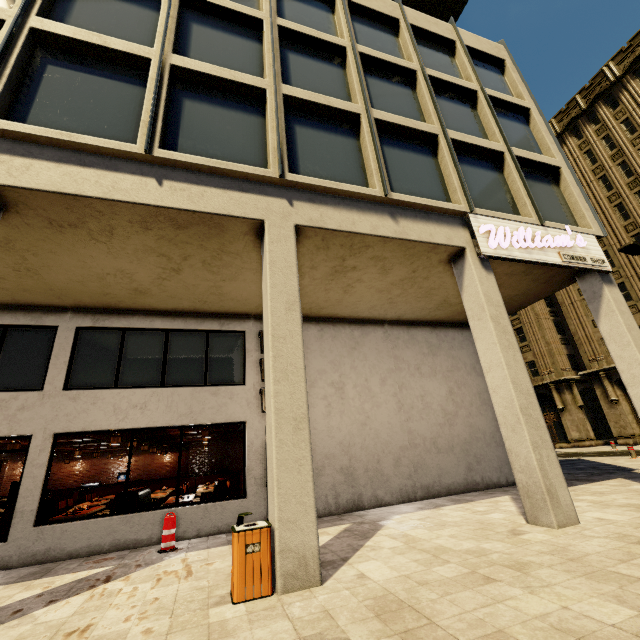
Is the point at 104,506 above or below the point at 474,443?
below

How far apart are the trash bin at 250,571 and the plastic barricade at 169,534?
3.3m

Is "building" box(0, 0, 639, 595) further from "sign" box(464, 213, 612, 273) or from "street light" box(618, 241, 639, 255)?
"street light" box(618, 241, 639, 255)

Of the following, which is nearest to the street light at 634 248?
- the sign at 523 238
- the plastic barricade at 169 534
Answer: the sign at 523 238

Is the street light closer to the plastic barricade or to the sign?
the sign

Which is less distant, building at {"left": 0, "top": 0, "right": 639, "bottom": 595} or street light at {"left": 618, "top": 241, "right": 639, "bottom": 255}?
building at {"left": 0, "top": 0, "right": 639, "bottom": 595}

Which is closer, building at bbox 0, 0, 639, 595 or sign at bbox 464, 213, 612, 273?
building at bbox 0, 0, 639, 595

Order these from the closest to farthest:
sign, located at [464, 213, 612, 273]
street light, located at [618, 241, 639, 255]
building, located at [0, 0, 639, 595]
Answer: building, located at [0, 0, 639, 595] → sign, located at [464, 213, 612, 273] → street light, located at [618, 241, 639, 255]
